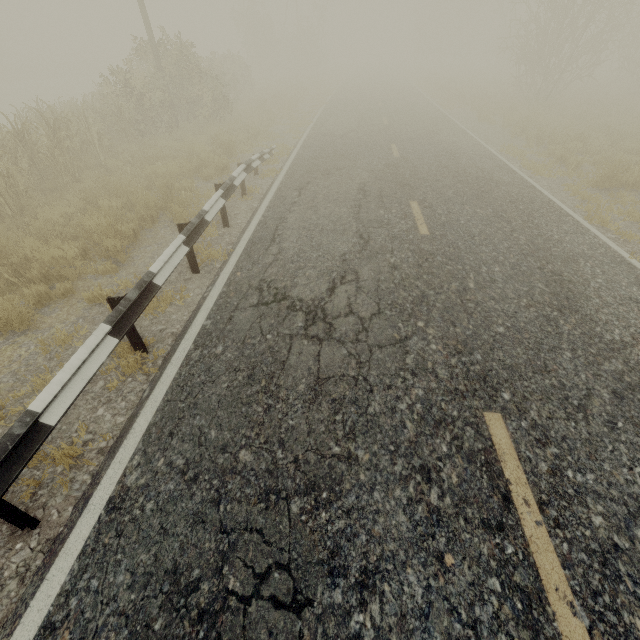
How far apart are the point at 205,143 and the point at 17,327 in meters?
11.1 m
